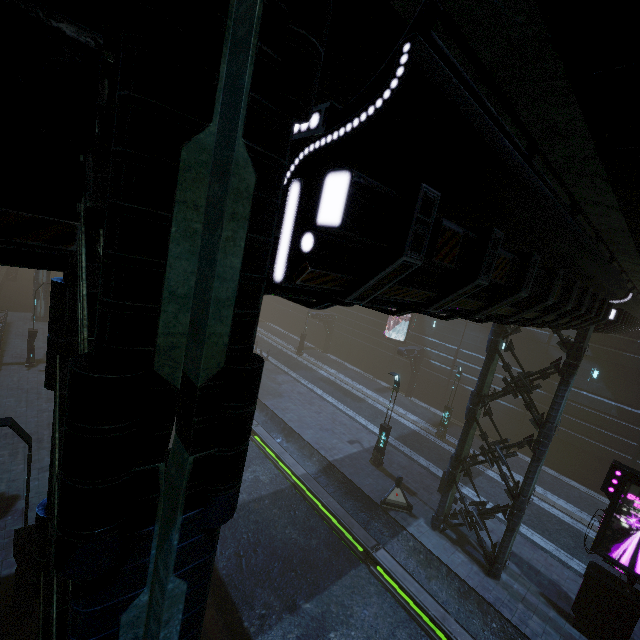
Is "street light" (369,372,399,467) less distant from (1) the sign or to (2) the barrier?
(2) the barrier

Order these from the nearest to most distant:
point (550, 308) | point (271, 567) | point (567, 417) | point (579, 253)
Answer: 1. point (579, 253)
2. point (550, 308)
3. point (271, 567)
4. point (567, 417)

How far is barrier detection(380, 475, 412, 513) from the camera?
15.2 meters

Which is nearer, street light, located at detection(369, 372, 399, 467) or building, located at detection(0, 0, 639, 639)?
building, located at detection(0, 0, 639, 639)

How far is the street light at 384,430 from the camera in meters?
17.4 m

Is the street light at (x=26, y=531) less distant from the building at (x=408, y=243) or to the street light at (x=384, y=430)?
the building at (x=408, y=243)

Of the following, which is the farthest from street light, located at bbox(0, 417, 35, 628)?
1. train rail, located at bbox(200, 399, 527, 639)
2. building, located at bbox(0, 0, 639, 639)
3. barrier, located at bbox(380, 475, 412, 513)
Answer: barrier, located at bbox(380, 475, 412, 513)

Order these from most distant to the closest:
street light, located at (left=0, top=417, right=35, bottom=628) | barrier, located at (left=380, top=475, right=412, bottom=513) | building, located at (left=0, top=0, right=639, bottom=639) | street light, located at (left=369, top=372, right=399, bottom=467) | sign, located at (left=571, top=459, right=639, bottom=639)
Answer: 1. street light, located at (left=369, top=372, right=399, bottom=467)
2. barrier, located at (left=380, top=475, right=412, bottom=513)
3. sign, located at (left=571, top=459, right=639, bottom=639)
4. street light, located at (left=0, top=417, right=35, bottom=628)
5. building, located at (left=0, top=0, right=639, bottom=639)
